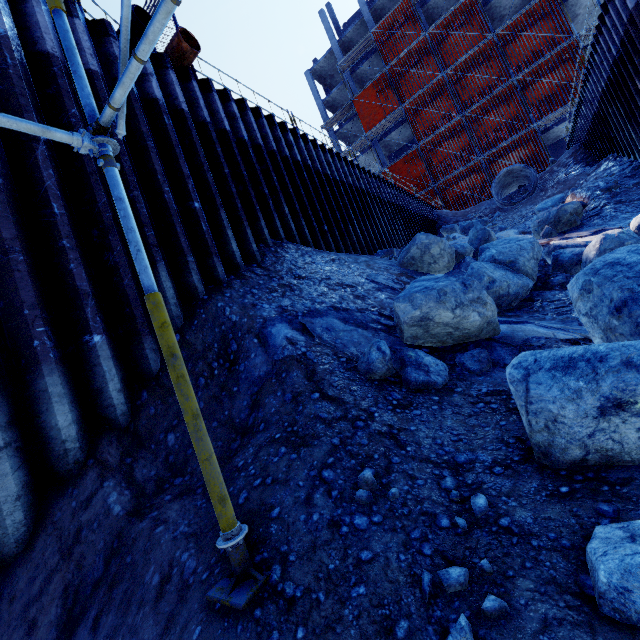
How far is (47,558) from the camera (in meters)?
2.56

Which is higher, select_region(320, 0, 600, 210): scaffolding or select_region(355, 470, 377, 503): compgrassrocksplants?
select_region(320, 0, 600, 210): scaffolding

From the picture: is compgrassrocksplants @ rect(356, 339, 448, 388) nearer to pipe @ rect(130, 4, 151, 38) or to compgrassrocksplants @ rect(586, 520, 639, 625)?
compgrassrocksplants @ rect(586, 520, 639, 625)

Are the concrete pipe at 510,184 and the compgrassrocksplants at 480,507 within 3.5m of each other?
no

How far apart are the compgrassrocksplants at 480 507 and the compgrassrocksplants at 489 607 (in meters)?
0.56

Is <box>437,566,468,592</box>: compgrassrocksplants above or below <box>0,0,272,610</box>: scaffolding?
below

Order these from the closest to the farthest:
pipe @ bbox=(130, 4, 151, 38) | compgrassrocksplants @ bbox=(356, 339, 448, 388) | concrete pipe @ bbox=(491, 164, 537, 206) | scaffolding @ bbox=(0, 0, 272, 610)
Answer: scaffolding @ bbox=(0, 0, 272, 610) → compgrassrocksplants @ bbox=(356, 339, 448, 388) → pipe @ bbox=(130, 4, 151, 38) → concrete pipe @ bbox=(491, 164, 537, 206)

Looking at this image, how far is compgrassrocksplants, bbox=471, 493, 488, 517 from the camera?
1.7m
